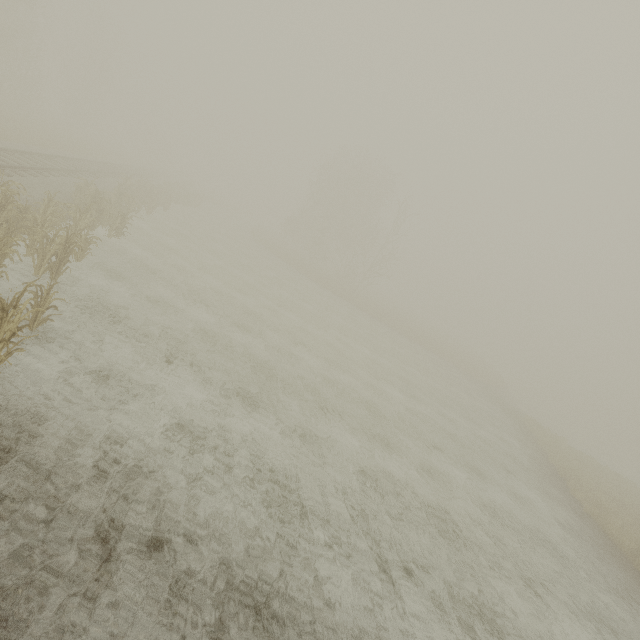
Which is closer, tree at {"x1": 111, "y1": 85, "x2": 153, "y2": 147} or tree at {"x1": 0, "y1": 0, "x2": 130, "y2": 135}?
tree at {"x1": 0, "y1": 0, "x2": 130, "y2": 135}

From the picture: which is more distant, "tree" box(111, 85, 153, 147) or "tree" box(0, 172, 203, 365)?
"tree" box(111, 85, 153, 147)

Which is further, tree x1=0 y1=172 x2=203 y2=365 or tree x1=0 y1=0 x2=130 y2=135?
tree x1=0 y1=0 x2=130 y2=135

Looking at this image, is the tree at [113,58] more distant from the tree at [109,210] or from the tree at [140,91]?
the tree at [109,210]

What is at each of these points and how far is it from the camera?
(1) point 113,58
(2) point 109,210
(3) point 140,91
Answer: (1) tree, 50.50m
(2) tree, 15.38m
(3) tree, 54.41m

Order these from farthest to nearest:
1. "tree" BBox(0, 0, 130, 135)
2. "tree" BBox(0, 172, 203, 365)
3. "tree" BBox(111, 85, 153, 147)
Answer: "tree" BBox(111, 85, 153, 147) < "tree" BBox(0, 0, 130, 135) < "tree" BBox(0, 172, 203, 365)

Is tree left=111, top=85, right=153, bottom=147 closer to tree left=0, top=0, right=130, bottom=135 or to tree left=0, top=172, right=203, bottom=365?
tree left=0, top=0, right=130, bottom=135
